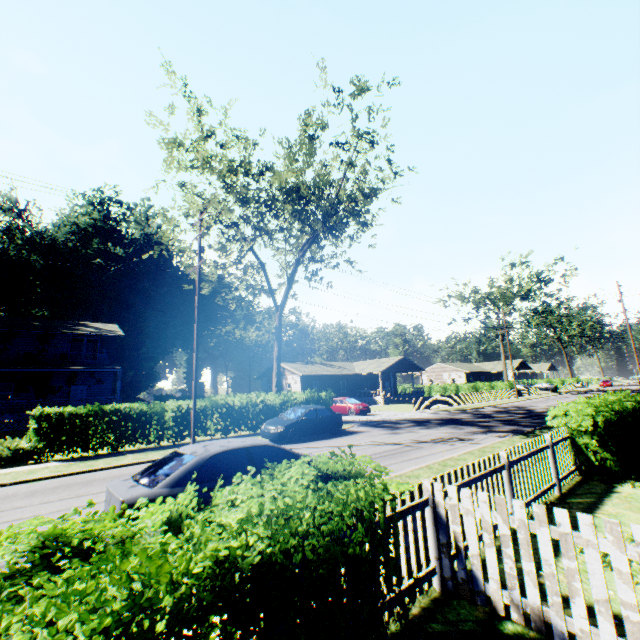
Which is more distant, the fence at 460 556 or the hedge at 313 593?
the fence at 460 556

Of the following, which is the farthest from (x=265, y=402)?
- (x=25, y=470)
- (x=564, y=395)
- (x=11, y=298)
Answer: (x=11, y=298)

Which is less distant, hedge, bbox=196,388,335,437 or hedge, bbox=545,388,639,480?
hedge, bbox=545,388,639,480

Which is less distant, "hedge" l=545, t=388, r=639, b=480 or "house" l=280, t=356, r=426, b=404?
→ "hedge" l=545, t=388, r=639, b=480

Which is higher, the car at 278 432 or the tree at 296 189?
the tree at 296 189

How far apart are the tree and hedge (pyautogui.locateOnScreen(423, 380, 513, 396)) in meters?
37.5

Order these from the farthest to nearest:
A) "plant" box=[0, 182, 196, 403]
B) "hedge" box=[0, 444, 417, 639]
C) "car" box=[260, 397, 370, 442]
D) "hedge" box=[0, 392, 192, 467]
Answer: "plant" box=[0, 182, 196, 403] < "car" box=[260, 397, 370, 442] < "hedge" box=[0, 392, 192, 467] < "hedge" box=[0, 444, 417, 639]

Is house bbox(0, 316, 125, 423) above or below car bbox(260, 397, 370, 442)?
above
